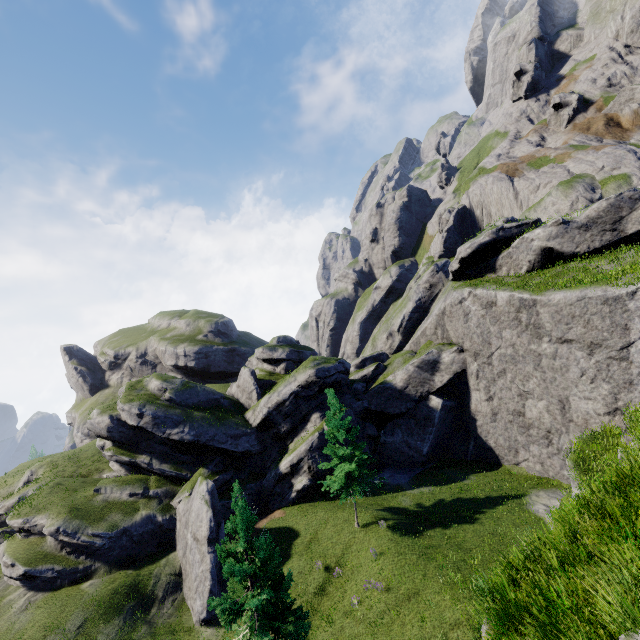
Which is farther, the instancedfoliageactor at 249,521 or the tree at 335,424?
the tree at 335,424

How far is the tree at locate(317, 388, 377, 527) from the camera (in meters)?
23.75

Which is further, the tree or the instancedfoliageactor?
the tree

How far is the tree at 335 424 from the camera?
23.8 meters

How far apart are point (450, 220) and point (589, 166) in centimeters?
1908cm
